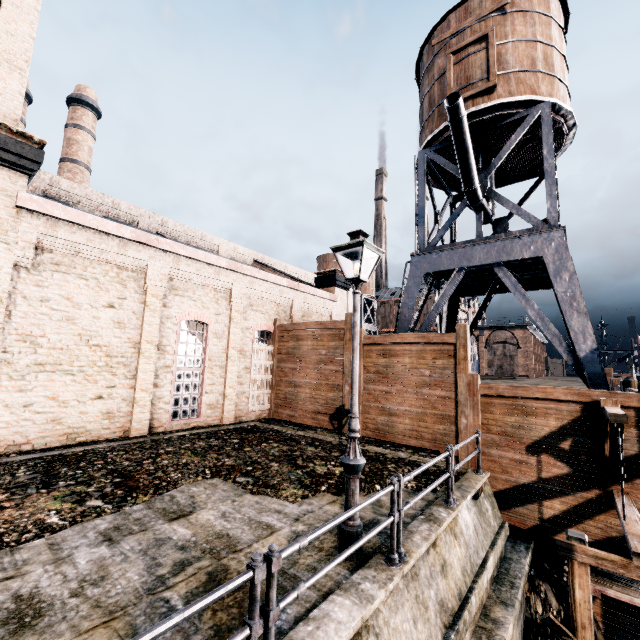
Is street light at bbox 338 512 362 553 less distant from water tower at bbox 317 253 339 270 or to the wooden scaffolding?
the wooden scaffolding

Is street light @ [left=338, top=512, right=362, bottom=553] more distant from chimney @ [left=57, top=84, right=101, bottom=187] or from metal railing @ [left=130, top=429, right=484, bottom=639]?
chimney @ [left=57, top=84, right=101, bottom=187]

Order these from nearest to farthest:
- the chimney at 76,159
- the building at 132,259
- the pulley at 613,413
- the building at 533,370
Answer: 1. the pulley at 613,413
2. the building at 132,259
3. the chimney at 76,159
4. the building at 533,370

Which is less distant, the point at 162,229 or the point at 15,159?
the point at 15,159

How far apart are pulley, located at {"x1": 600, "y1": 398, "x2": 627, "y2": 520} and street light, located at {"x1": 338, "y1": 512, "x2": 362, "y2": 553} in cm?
630

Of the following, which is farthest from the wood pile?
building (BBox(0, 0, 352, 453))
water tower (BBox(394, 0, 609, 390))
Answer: building (BBox(0, 0, 352, 453))

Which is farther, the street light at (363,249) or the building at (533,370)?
the building at (533,370)
